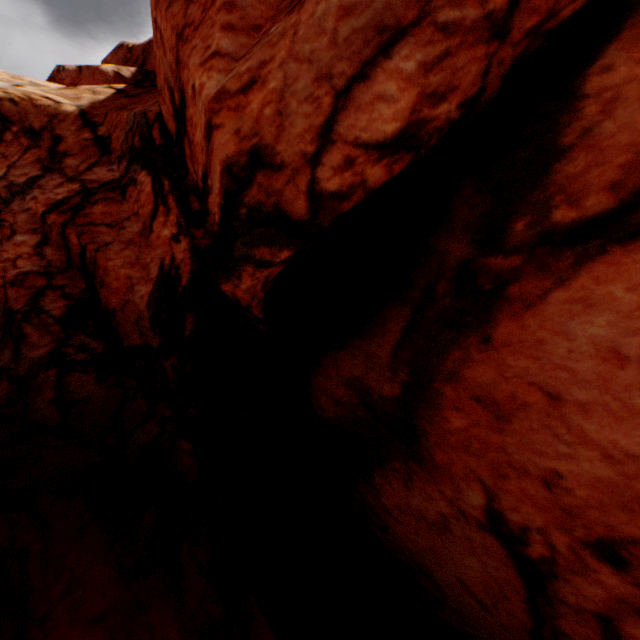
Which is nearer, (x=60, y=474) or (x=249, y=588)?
(x=60, y=474)
